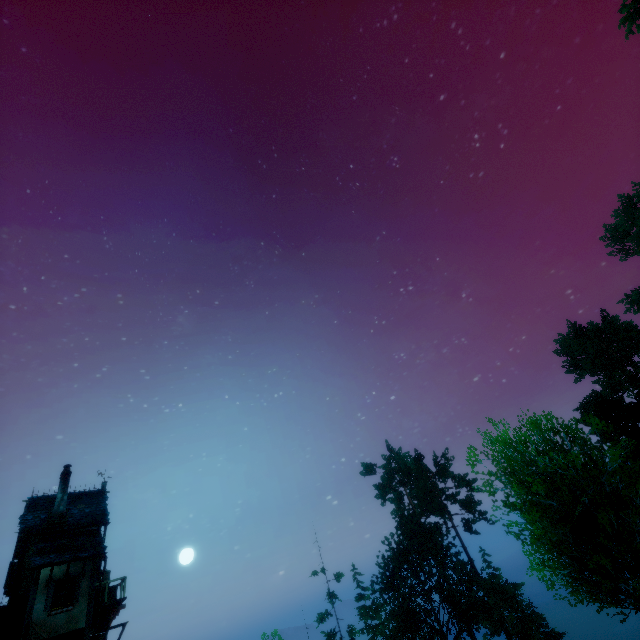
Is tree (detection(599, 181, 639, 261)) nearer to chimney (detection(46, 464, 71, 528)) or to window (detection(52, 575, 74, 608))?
window (detection(52, 575, 74, 608))

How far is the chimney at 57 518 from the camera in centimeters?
1789cm

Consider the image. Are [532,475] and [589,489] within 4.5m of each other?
yes

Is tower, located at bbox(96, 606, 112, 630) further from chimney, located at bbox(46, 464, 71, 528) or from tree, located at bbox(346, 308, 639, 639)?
tree, located at bbox(346, 308, 639, 639)

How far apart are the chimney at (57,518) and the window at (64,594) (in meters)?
3.34

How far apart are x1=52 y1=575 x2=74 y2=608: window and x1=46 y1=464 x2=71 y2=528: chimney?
3.34m

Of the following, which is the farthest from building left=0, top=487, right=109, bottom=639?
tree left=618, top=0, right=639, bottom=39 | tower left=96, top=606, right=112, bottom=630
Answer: tree left=618, top=0, right=639, bottom=39
